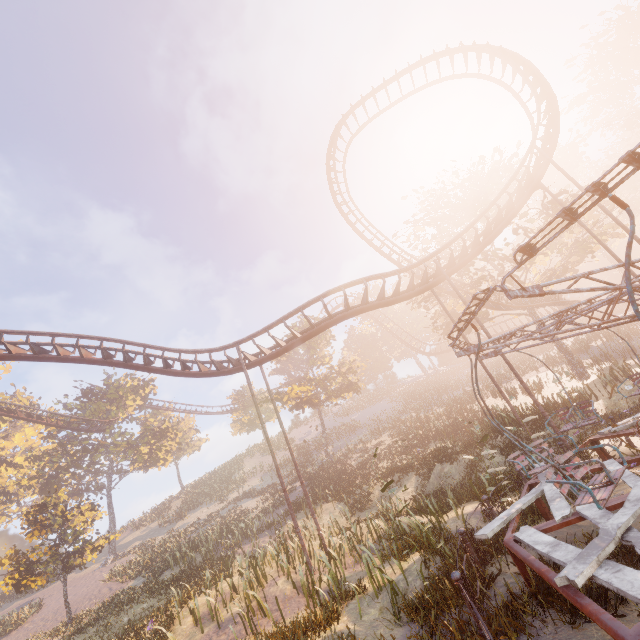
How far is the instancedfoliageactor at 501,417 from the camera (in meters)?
11.27

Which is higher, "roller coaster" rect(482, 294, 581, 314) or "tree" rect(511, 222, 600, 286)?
"tree" rect(511, 222, 600, 286)

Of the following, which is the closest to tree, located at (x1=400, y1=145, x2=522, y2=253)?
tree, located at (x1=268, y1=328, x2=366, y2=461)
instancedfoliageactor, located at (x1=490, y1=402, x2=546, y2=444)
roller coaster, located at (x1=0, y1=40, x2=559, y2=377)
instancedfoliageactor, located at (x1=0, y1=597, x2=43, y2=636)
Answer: roller coaster, located at (x1=0, y1=40, x2=559, y2=377)

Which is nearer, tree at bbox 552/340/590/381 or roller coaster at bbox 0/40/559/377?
roller coaster at bbox 0/40/559/377

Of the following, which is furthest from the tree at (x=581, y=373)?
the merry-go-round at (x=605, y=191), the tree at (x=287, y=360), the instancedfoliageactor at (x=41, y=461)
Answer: the instancedfoliageactor at (x=41, y=461)

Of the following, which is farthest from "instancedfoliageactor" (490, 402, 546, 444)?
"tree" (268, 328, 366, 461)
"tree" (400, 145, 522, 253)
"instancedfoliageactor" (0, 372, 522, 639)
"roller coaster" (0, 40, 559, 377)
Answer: "instancedfoliageactor" (0, 372, 522, 639)

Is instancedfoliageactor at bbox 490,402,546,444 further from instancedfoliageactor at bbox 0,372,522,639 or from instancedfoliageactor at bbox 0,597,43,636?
instancedfoliageactor at bbox 0,597,43,636

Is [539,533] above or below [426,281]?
below
